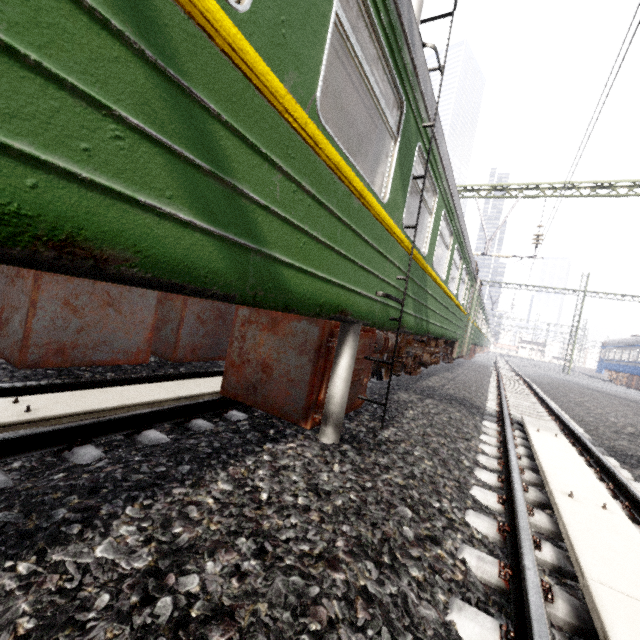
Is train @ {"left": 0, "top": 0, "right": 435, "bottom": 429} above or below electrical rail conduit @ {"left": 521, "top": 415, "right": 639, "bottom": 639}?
above

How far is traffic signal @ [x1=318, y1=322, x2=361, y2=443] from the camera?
2.9m

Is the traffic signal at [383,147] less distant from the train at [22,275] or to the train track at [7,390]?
the train at [22,275]

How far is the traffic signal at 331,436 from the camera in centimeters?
291cm

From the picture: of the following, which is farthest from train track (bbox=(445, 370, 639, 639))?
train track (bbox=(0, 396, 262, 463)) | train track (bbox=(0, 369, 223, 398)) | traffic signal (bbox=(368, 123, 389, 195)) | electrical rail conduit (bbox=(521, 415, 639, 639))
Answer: train track (bbox=(0, 369, 223, 398))

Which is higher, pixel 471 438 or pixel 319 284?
pixel 319 284

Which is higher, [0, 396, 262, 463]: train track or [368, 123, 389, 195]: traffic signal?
[368, 123, 389, 195]: traffic signal

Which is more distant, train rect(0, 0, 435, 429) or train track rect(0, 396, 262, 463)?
train track rect(0, 396, 262, 463)
